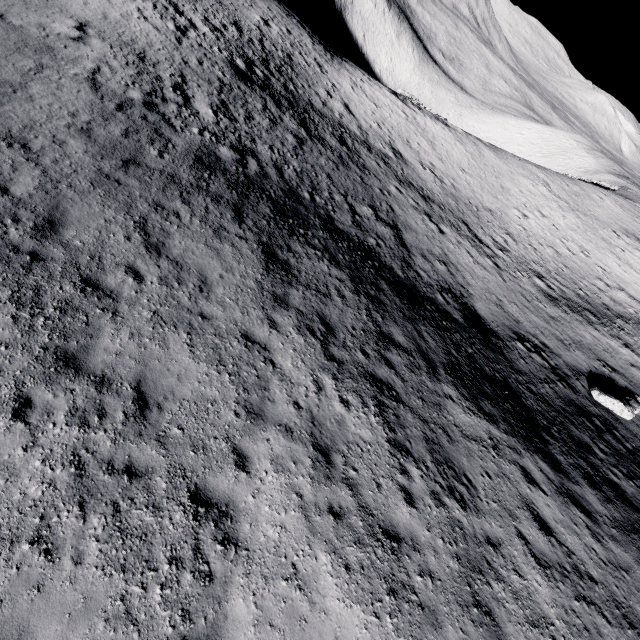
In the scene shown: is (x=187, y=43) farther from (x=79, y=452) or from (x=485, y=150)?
(x=485, y=150)
